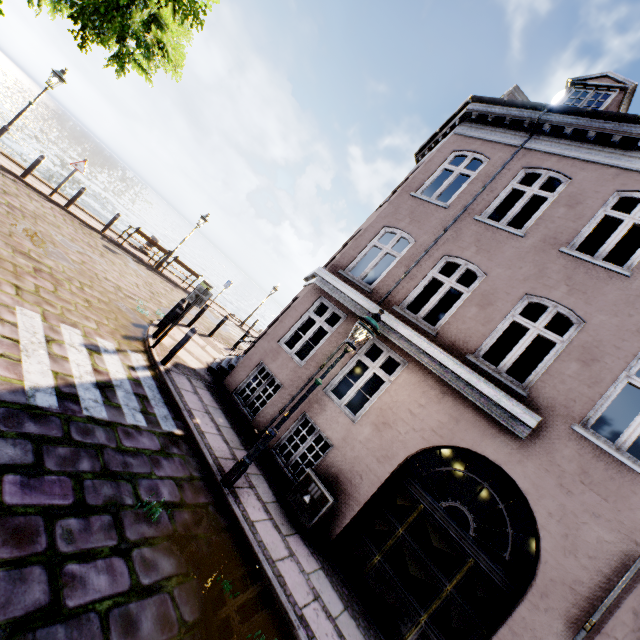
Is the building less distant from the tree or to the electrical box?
the electrical box

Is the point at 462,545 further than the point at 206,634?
Yes

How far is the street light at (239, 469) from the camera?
5.3m

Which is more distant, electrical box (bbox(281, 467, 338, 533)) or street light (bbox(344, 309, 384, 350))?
electrical box (bbox(281, 467, 338, 533))

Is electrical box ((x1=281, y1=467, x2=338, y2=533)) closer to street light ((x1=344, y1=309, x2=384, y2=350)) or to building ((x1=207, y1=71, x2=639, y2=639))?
building ((x1=207, y1=71, x2=639, y2=639))

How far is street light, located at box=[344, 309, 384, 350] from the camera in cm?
539

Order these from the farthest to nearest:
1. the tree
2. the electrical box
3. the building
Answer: the electrical box < the building < the tree

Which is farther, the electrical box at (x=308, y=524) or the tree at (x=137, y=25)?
the electrical box at (x=308, y=524)
